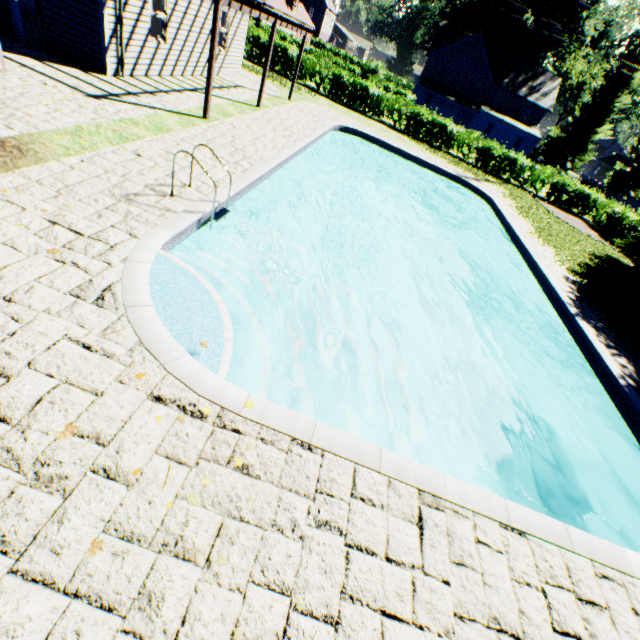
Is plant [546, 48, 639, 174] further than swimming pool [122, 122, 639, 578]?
Yes

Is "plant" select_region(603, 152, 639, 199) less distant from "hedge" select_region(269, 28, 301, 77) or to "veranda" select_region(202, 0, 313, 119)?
"hedge" select_region(269, 28, 301, 77)

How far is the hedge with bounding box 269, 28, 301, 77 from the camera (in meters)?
23.41

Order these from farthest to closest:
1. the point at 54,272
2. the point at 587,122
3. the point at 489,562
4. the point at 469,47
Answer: the point at 469,47 → the point at 587,122 → the point at 54,272 → the point at 489,562

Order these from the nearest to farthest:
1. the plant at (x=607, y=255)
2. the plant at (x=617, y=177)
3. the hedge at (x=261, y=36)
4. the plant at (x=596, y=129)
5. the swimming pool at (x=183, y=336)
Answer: the swimming pool at (x=183, y=336) → the plant at (x=607, y=255) → the hedge at (x=261, y=36) → the plant at (x=596, y=129) → the plant at (x=617, y=177)

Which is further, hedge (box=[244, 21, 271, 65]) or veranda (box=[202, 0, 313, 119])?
hedge (box=[244, 21, 271, 65])

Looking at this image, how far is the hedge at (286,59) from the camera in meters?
23.4

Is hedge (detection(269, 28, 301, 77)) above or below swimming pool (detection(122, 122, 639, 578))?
above
